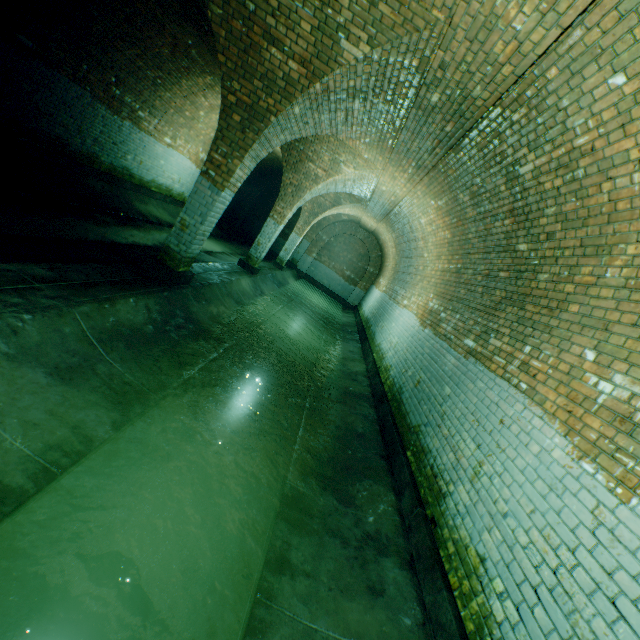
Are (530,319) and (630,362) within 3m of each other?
yes

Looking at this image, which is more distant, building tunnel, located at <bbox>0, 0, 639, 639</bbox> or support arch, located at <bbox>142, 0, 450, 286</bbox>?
support arch, located at <bbox>142, 0, 450, 286</bbox>

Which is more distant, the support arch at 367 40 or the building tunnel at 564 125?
the support arch at 367 40
